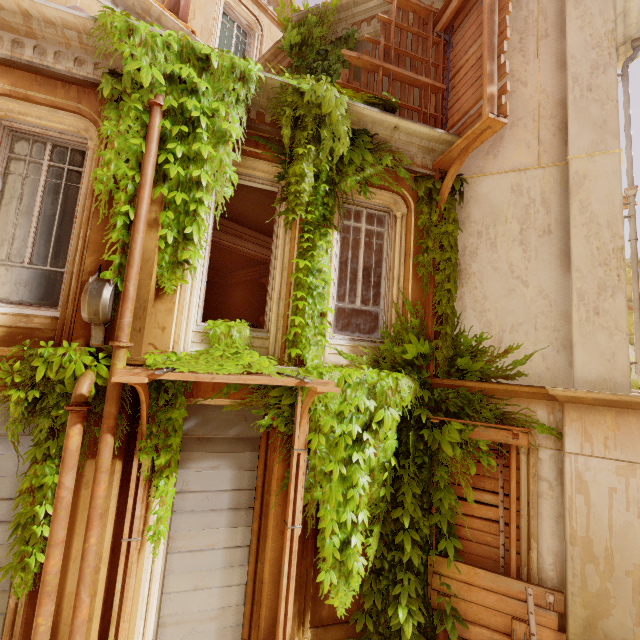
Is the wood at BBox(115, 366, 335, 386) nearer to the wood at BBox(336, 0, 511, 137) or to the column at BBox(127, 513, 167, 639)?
the column at BBox(127, 513, 167, 639)

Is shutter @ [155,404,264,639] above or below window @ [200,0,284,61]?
below

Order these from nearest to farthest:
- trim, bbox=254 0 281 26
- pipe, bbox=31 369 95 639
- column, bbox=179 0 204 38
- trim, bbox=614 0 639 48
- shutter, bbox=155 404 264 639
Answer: pipe, bbox=31 369 95 639 < shutter, bbox=155 404 264 639 < trim, bbox=614 0 639 48 < column, bbox=179 0 204 38 < trim, bbox=254 0 281 26

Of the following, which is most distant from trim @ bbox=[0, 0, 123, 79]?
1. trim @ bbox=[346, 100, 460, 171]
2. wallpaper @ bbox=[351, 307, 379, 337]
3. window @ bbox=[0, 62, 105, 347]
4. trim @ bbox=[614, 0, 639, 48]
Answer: wallpaper @ bbox=[351, 307, 379, 337]

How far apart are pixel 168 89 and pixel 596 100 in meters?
6.9 m

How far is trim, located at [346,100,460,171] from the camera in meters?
5.5

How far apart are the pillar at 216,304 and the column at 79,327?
9.3 meters

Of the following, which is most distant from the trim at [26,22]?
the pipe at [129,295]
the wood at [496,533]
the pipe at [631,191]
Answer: the pipe at [631,191]
